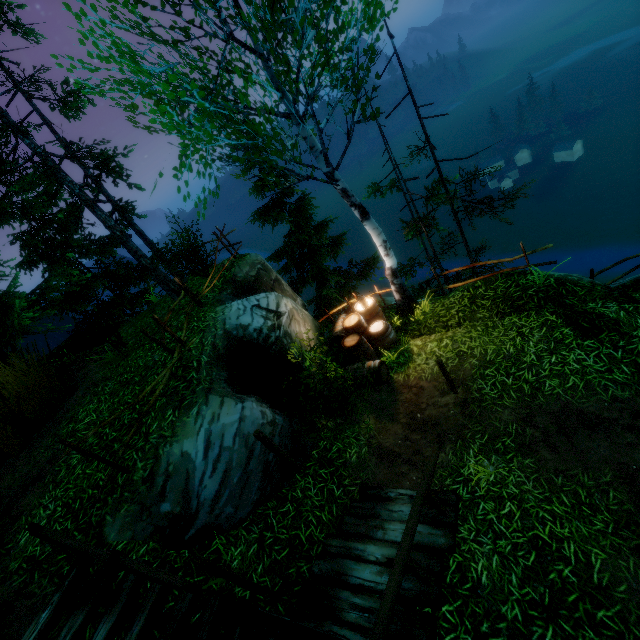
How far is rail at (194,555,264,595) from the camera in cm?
362

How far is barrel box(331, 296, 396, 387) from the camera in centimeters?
830cm

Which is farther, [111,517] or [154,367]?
[154,367]

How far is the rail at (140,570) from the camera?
3.5m

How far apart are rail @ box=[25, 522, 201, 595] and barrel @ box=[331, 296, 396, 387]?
5.9 meters

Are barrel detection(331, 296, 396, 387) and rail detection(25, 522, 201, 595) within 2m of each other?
no

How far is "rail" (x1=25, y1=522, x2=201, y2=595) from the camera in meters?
3.5

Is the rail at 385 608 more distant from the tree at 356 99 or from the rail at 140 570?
the tree at 356 99
